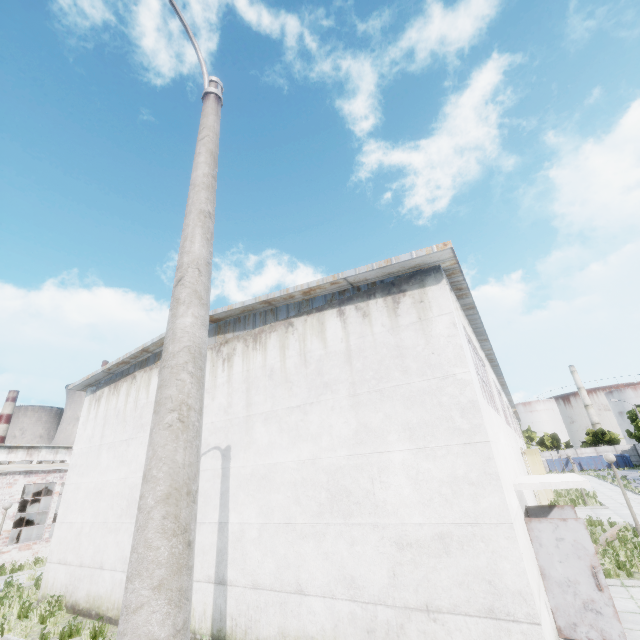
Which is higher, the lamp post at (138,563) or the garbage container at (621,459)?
the lamp post at (138,563)

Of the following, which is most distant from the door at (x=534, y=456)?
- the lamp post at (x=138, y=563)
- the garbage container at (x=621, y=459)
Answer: the garbage container at (x=621, y=459)

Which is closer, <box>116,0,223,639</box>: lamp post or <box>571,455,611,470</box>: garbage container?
<box>116,0,223,639</box>: lamp post

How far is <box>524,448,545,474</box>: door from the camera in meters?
23.8 m

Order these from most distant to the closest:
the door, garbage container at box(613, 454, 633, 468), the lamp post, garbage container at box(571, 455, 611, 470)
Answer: garbage container at box(571, 455, 611, 470) → garbage container at box(613, 454, 633, 468) → the door → the lamp post

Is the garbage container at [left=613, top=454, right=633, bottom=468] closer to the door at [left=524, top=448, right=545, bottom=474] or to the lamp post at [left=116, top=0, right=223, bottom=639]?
the door at [left=524, top=448, right=545, bottom=474]

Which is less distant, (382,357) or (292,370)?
(382,357)
